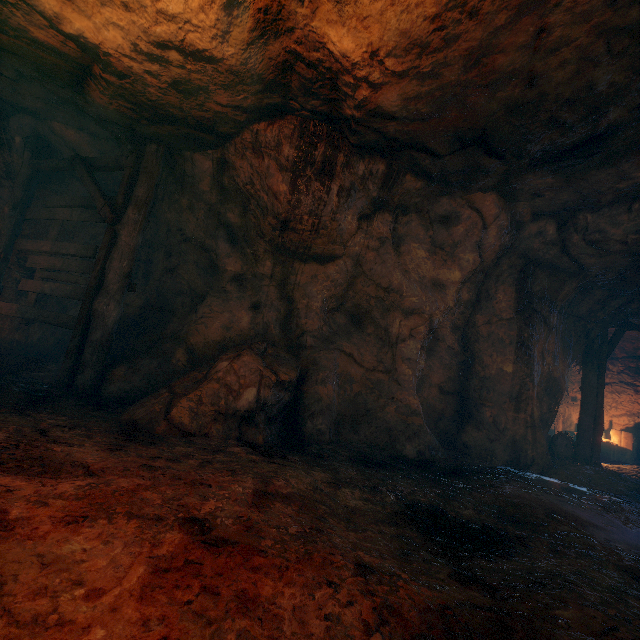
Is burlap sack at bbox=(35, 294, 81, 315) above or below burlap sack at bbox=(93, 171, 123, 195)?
below

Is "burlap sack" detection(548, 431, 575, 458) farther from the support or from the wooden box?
the wooden box

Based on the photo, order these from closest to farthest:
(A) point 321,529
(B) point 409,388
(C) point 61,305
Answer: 1. (A) point 321,529
2. (B) point 409,388
3. (C) point 61,305

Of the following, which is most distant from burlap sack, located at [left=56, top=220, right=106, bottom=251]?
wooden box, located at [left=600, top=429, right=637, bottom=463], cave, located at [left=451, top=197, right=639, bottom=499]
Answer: wooden box, located at [left=600, top=429, right=637, bottom=463]

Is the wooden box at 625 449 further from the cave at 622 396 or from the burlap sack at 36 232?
the burlap sack at 36 232

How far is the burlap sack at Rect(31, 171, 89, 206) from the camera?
7.2m

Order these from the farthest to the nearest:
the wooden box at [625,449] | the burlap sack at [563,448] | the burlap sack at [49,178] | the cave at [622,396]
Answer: the wooden box at [625,449], the burlap sack at [563,448], the burlap sack at [49,178], the cave at [622,396]
